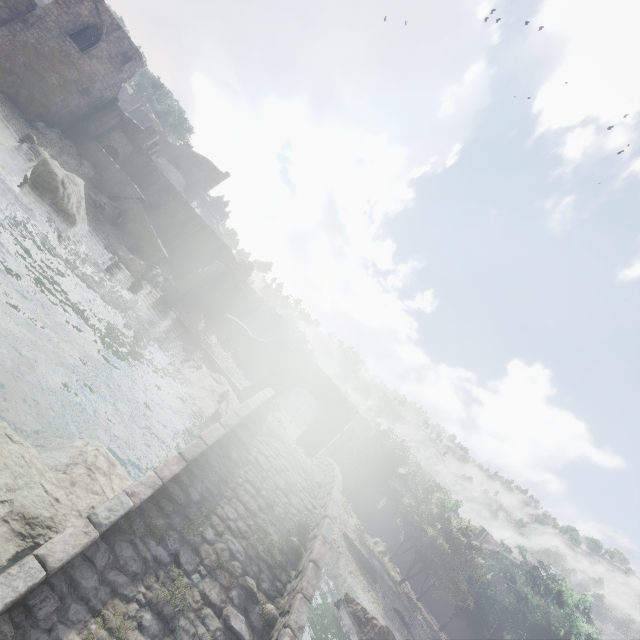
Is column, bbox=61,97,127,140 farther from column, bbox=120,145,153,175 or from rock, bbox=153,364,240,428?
rock, bbox=153,364,240,428

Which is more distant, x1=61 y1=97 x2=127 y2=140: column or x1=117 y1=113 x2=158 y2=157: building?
x1=117 y1=113 x2=158 y2=157: building

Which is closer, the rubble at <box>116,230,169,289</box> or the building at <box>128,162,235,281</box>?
the rubble at <box>116,230,169,289</box>

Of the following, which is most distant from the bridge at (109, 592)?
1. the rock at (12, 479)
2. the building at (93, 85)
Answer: the building at (93, 85)

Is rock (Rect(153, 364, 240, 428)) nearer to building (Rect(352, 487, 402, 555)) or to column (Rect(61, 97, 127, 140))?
building (Rect(352, 487, 402, 555))

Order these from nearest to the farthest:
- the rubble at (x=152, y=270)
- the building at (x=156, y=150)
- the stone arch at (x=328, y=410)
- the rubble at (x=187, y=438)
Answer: the rubble at (x=187, y=438)
the stone arch at (x=328, y=410)
the rubble at (x=152, y=270)
the building at (x=156, y=150)

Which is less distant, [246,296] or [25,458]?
[25,458]

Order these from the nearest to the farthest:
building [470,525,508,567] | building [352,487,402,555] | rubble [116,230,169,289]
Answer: rubble [116,230,169,289] → building [352,487,402,555] → building [470,525,508,567]
